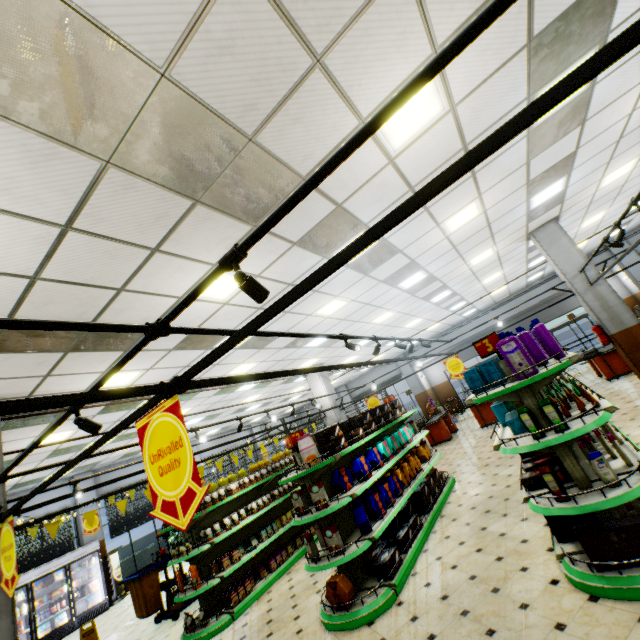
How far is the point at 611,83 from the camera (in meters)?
4.66

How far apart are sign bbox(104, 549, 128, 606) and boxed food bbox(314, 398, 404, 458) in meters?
12.4

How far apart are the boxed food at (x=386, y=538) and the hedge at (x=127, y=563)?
13.7m

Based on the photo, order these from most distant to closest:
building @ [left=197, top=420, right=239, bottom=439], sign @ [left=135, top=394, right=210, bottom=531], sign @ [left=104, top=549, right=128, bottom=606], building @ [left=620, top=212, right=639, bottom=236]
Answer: building @ [left=197, top=420, right=239, bottom=439] → building @ [left=620, top=212, right=639, bottom=236] → sign @ [left=104, top=549, right=128, bottom=606] → sign @ [left=135, top=394, right=210, bottom=531]

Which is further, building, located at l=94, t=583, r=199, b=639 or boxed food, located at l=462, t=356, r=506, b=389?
building, located at l=94, t=583, r=199, b=639

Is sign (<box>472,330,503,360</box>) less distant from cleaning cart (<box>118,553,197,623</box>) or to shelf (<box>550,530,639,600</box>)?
shelf (<box>550,530,639,600</box>)

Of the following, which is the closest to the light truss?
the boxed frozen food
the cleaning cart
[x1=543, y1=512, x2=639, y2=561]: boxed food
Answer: [x1=543, y1=512, x2=639, y2=561]: boxed food

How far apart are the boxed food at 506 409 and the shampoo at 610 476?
0.6m
